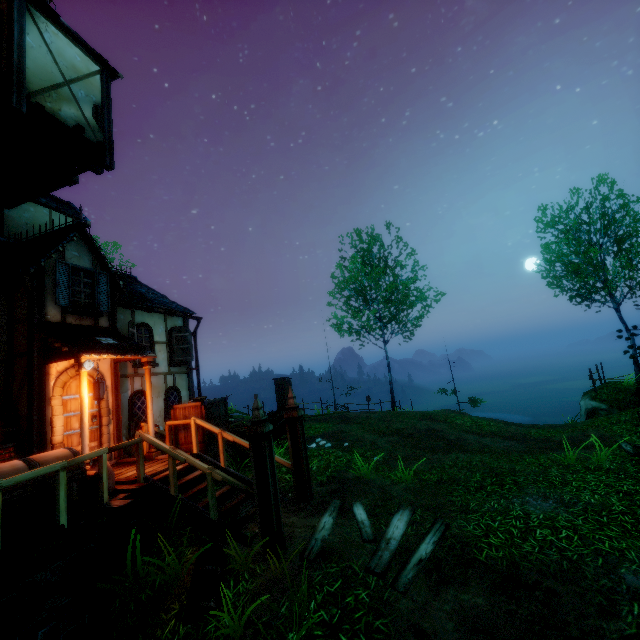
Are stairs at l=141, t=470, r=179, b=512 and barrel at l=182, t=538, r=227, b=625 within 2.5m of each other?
yes

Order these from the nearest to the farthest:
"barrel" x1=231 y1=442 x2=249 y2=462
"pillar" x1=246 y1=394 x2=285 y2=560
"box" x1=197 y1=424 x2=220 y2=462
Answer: "pillar" x1=246 y1=394 x2=285 y2=560 < "box" x1=197 y1=424 x2=220 y2=462 < "barrel" x1=231 y1=442 x2=249 y2=462

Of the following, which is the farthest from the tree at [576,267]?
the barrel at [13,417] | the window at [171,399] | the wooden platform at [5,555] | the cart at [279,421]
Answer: the barrel at [13,417]

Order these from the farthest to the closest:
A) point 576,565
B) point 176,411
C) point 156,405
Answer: point 156,405 → point 176,411 → point 576,565

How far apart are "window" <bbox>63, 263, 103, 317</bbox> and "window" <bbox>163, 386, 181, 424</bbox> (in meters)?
3.87

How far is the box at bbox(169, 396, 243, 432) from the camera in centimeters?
817cm

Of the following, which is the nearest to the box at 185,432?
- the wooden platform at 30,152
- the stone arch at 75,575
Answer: the stone arch at 75,575

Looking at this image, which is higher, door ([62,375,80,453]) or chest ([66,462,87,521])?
door ([62,375,80,453])
